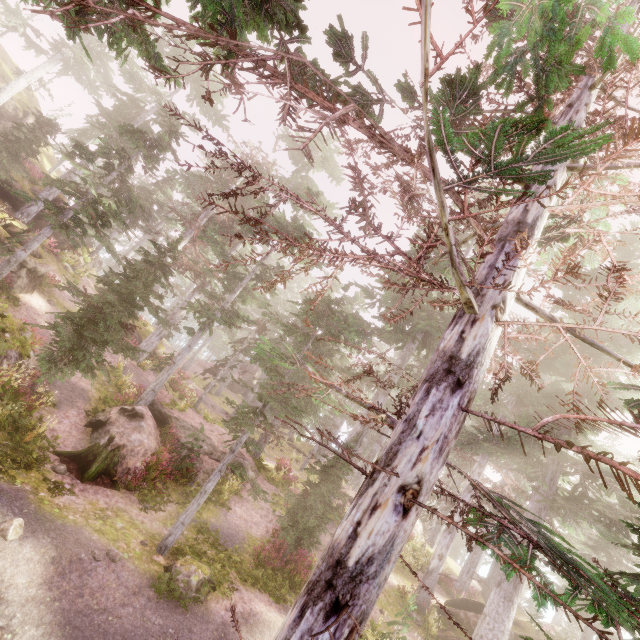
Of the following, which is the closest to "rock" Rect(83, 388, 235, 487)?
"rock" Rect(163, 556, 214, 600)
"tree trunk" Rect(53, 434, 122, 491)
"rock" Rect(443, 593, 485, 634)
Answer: "tree trunk" Rect(53, 434, 122, 491)

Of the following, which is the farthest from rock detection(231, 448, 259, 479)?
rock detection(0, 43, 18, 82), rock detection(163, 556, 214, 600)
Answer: rock detection(0, 43, 18, 82)

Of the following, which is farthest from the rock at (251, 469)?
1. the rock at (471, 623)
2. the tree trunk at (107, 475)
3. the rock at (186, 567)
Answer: the rock at (471, 623)

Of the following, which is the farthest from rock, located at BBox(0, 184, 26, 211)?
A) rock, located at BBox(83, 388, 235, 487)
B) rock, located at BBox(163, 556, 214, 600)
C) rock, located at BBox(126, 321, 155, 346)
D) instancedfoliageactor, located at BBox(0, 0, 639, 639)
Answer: rock, located at BBox(83, 388, 235, 487)

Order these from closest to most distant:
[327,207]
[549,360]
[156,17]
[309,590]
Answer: [309,590], [156,17], [549,360], [327,207]

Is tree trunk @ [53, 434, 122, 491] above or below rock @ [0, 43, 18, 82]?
below

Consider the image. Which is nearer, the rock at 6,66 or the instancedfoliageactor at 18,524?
the instancedfoliageactor at 18,524

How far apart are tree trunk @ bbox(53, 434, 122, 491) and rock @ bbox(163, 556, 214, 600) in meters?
3.5
